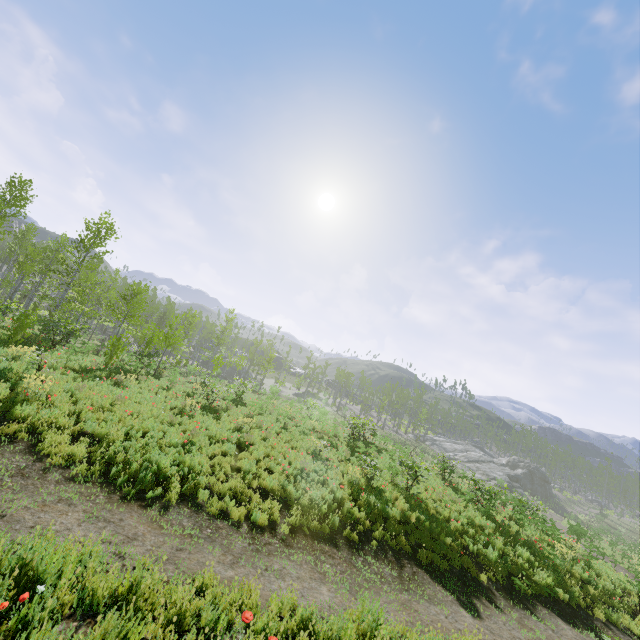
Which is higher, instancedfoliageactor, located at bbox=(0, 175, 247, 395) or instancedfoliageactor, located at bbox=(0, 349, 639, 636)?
instancedfoliageactor, located at bbox=(0, 175, 247, 395)

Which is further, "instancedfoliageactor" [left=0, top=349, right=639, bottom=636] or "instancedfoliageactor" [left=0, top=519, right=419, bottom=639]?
"instancedfoliageactor" [left=0, top=349, right=639, bottom=636]

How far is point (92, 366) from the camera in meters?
15.1

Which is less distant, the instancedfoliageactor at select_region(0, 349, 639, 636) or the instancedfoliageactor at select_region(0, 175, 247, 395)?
the instancedfoliageactor at select_region(0, 349, 639, 636)

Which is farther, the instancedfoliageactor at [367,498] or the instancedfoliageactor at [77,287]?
the instancedfoliageactor at [77,287]

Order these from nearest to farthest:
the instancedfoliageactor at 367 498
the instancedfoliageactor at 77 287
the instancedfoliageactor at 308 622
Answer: the instancedfoliageactor at 308 622
the instancedfoliageactor at 367 498
the instancedfoliageactor at 77 287

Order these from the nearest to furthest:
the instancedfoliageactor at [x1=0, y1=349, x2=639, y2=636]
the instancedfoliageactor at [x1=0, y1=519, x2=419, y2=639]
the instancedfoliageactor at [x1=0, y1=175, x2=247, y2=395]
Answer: the instancedfoliageactor at [x1=0, y1=519, x2=419, y2=639] < the instancedfoliageactor at [x1=0, y1=349, x2=639, y2=636] < the instancedfoliageactor at [x1=0, y1=175, x2=247, y2=395]
